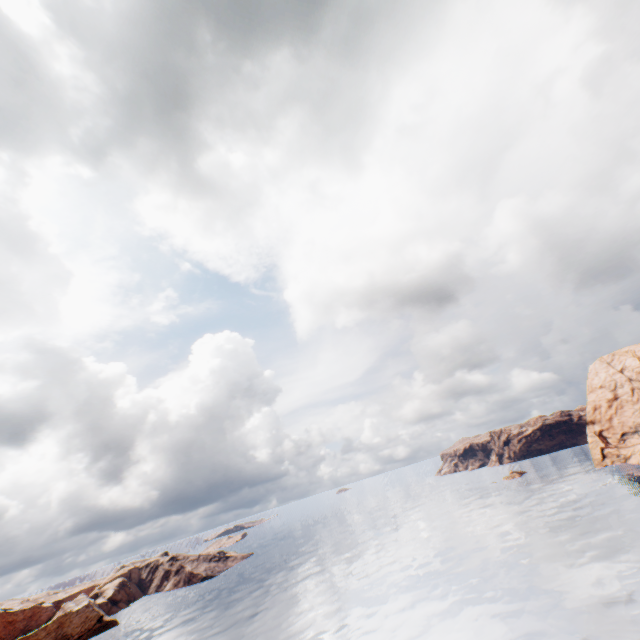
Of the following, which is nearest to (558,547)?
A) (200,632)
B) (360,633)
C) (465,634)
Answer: (465,634)
